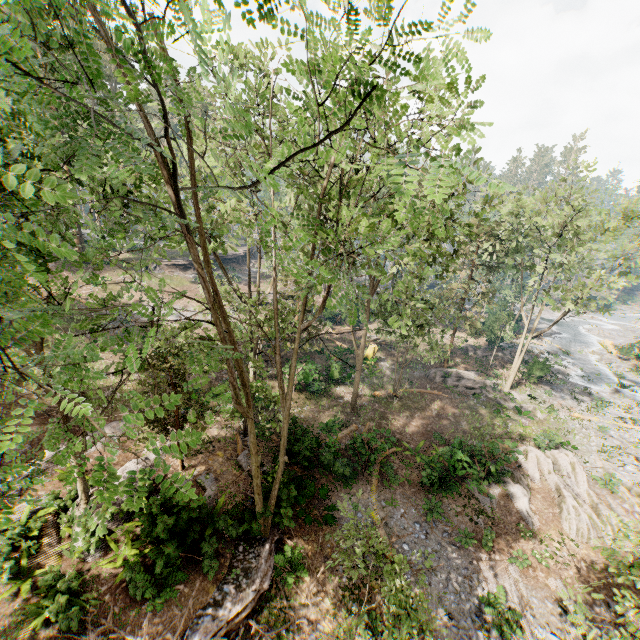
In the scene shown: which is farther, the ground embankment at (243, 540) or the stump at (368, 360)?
the stump at (368, 360)

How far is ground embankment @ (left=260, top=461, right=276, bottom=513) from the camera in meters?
13.6 m

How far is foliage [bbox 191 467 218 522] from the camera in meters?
11.8 m

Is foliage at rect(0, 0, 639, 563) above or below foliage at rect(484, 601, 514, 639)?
above

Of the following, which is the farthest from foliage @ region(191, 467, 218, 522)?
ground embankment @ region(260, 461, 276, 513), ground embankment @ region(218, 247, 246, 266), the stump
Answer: the stump

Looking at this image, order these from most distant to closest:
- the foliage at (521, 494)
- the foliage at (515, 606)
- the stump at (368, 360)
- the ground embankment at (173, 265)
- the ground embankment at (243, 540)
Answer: the ground embankment at (173, 265), the stump at (368, 360), the foliage at (515, 606), the ground embankment at (243, 540), the foliage at (521, 494)

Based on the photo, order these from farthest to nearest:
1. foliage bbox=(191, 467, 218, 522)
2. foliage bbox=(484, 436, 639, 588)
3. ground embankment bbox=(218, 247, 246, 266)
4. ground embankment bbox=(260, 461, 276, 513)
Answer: ground embankment bbox=(218, 247, 246, 266) < ground embankment bbox=(260, 461, 276, 513) < foliage bbox=(191, 467, 218, 522) < foliage bbox=(484, 436, 639, 588)

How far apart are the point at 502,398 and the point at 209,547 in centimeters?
2590cm
